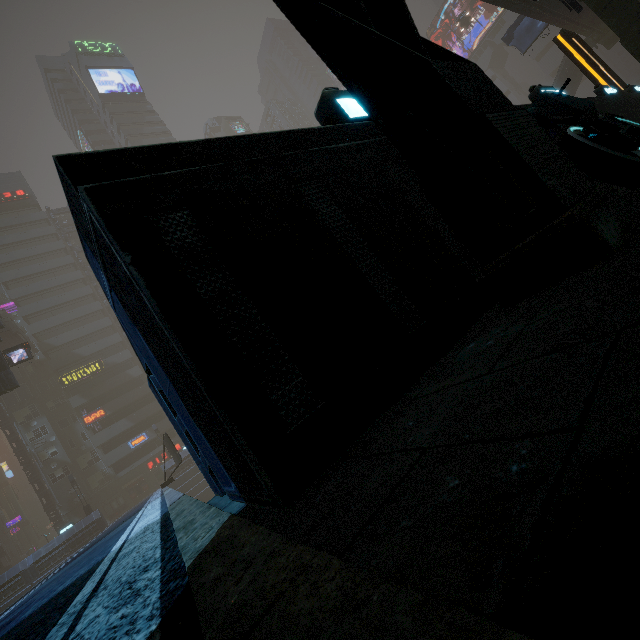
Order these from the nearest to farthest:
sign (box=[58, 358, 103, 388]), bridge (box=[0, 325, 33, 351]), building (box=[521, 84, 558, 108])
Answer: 1. building (box=[521, 84, 558, 108])
2. bridge (box=[0, 325, 33, 351])
3. sign (box=[58, 358, 103, 388])

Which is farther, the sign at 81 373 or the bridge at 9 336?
the sign at 81 373

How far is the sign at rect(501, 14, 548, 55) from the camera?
26.7 meters

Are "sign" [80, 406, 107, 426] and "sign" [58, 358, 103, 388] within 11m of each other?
yes

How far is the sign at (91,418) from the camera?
42.3m

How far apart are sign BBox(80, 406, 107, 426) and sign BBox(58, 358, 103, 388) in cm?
428

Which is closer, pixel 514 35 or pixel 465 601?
pixel 465 601

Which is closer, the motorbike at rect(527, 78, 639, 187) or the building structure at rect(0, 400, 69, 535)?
the motorbike at rect(527, 78, 639, 187)
